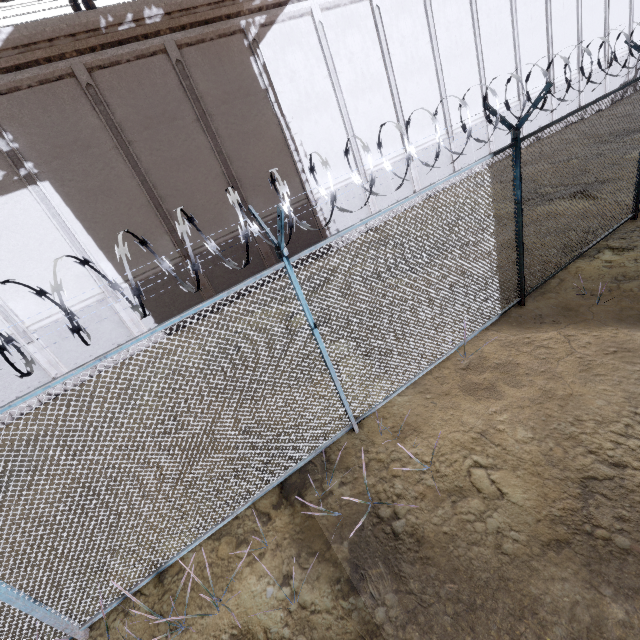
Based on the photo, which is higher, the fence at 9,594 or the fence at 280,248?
the fence at 280,248

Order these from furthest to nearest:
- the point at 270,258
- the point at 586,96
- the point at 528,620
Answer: the point at 586,96
the point at 270,258
the point at 528,620

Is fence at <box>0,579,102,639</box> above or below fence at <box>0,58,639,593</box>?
below
